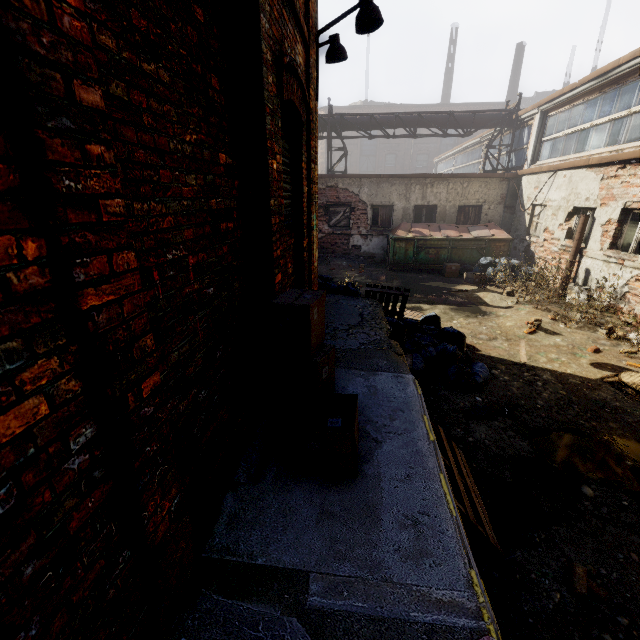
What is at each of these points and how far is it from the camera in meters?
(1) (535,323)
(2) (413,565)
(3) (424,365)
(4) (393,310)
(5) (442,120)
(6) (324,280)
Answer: (1) instancedfoliageactor, 7.3 m
(2) building, 1.7 m
(3) trash bag, 5.4 m
(4) pallet, 6.7 m
(5) pipe, 14.7 m
(6) trash bag, 7.4 m

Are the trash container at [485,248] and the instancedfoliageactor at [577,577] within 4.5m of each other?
no

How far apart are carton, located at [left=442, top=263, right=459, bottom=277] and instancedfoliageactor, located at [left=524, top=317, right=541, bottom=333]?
5.1m

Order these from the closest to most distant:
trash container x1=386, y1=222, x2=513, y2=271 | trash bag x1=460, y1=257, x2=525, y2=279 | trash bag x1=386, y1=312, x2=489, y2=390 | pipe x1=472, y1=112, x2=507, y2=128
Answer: trash bag x1=386, y1=312, x2=489, y2=390 < trash bag x1=460, y1=257, x2=525, y2=279 < trash container x1=386, y1=222, x2=513, y2=271 < pipe x1=472, y1=112, x2=507, y2=128

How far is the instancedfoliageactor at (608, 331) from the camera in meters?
7.0 m

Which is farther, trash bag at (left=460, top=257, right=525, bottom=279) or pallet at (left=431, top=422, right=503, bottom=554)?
trash bag at (left=460, top=257, right=525, bottom=279)

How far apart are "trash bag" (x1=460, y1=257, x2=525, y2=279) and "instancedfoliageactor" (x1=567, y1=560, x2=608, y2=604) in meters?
10.1

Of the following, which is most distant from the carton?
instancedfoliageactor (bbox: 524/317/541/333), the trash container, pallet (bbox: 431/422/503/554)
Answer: pallet (bbox: 431/422/503/554)
